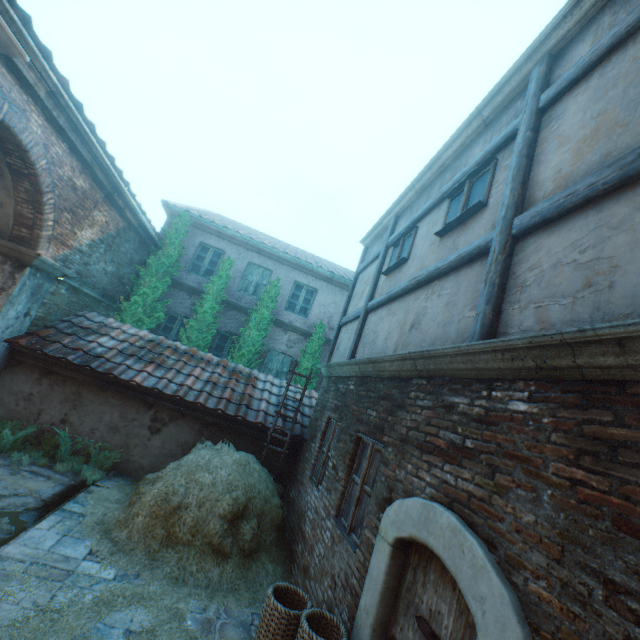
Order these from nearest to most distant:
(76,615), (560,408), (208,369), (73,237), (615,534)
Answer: (615,534)
(560,408)
(76,615)
(73,237)
(208,369)

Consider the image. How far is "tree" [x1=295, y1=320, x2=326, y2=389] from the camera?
11.7m

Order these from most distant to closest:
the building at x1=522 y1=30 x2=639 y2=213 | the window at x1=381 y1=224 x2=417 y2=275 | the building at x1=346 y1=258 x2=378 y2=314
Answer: the building at x1=346 y1=258 x2=378 y2=314 → the window at x1=381 y1=224 x2=417 y2=275 → the building at x1=522 y1=30 x2=639 y2=213

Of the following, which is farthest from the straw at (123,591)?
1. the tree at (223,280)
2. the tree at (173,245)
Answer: the tree at (173,245)

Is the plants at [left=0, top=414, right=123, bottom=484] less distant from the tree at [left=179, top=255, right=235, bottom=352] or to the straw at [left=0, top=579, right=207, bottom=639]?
the straw at [left=0, top=579, right=207, bottom=639]

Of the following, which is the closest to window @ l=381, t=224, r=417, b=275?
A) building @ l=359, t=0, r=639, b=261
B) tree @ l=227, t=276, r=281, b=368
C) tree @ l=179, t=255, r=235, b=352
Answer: building @ l=359, t=0, r=639, b=261

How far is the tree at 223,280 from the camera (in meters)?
10.98

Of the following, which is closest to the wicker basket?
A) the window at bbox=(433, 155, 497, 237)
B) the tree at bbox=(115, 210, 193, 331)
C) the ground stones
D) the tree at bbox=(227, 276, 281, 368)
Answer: the ground stones
